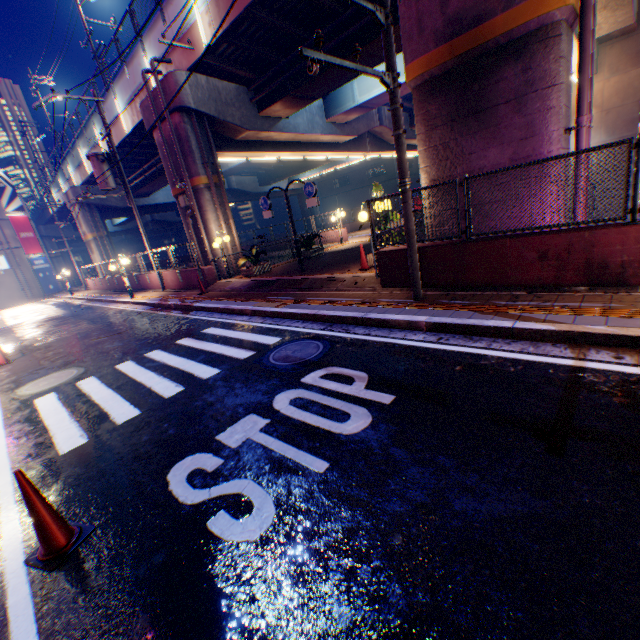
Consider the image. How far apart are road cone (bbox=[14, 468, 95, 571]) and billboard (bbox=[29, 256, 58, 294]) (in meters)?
45.44

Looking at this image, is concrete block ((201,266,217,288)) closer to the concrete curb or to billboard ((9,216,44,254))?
the concrete curb

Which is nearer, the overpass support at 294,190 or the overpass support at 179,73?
the overpass support at 179,73

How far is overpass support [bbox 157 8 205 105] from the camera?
12.9 meters

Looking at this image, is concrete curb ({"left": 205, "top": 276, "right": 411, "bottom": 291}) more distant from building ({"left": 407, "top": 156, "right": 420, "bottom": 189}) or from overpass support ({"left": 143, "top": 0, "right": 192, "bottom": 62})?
building ({"left": 407, "top": 156, "right": 420, "bottom": 189})

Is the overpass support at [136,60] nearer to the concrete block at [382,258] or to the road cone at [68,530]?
the concrete block at [382,258]

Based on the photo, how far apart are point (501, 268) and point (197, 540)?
6.6 meters

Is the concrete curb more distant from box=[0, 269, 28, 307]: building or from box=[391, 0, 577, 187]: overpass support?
box=[0, 269, 28, 307]: building
